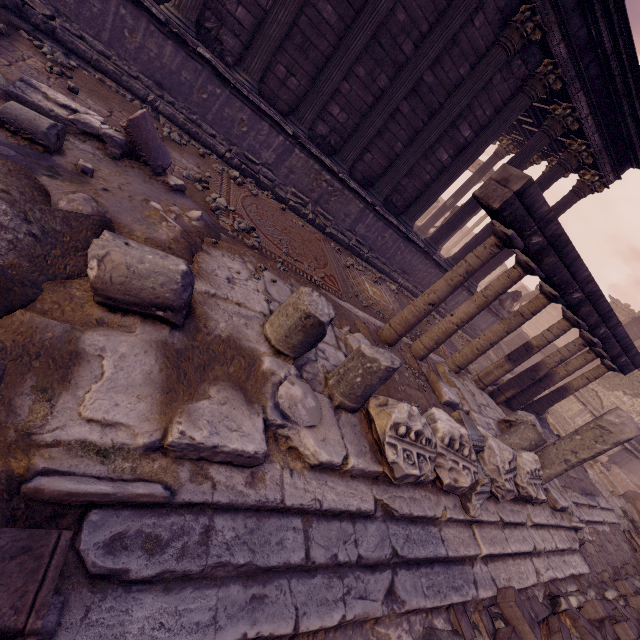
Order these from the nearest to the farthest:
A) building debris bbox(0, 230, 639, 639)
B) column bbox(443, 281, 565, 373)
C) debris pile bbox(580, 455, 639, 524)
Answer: building debris bbox(0, 230, 639, 639) < column bbox(443, 281, 565, 373) < debris pile bbox(580, 455, 639, 524)

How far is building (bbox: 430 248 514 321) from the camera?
11.63m

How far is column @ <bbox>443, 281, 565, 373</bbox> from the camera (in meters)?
6.01

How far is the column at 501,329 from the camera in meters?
6.0

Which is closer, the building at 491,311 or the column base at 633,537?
the column base at 633,537

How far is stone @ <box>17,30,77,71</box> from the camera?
5.09m

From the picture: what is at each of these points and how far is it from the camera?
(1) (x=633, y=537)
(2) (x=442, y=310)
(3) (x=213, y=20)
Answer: (1) column base, 8.6 meters
(2) building, 12.3 meters
(3) building, 6.2 meters
